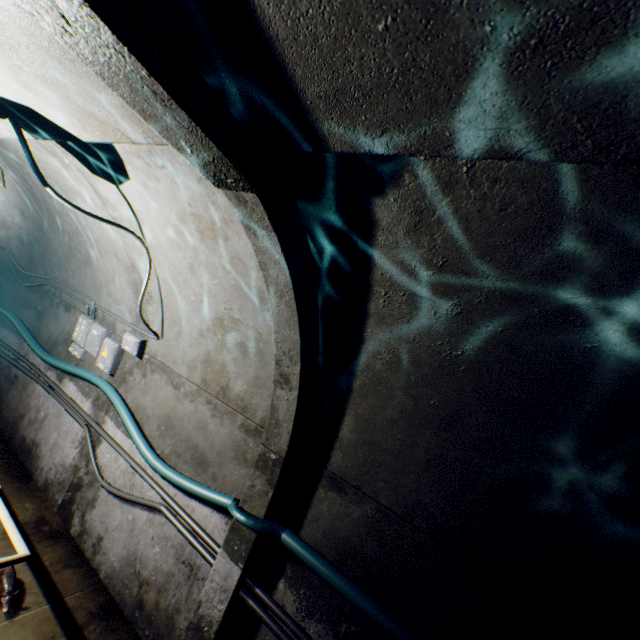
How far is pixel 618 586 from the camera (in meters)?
1.68

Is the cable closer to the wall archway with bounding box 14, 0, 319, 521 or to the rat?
the wall archway with bounding box 14, 0, 319, 521

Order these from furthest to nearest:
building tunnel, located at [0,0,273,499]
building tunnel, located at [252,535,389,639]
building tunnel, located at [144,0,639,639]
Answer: building tunnel, located at [252,535,389,639]
building tunnel, located at [0,0,273,499]
building tunnel, located at [144,0,639,639]

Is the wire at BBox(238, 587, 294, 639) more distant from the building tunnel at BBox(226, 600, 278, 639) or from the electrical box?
the electrical box

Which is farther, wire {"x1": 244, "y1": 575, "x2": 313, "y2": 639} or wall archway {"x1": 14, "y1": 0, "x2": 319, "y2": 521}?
wire {"x1": 244, "y1": 575, "x2": 313, "y2": 639}

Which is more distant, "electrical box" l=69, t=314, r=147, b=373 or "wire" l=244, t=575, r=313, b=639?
"electrical box" l=69, t=314, r=147, b=373

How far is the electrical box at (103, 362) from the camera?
3.9 meters

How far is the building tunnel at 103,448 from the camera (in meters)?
3.40
